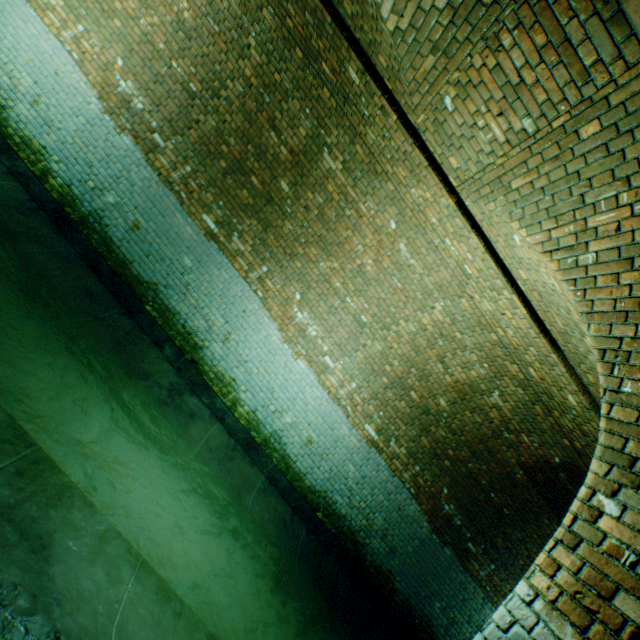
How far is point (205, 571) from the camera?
3.5 meters

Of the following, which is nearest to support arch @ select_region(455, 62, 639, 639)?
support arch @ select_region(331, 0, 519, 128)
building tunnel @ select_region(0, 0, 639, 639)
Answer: building tunnel @ select_region(0, 0, 639, 639)

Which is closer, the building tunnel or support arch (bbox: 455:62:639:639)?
support arch (bbox: 455:62:639:639)

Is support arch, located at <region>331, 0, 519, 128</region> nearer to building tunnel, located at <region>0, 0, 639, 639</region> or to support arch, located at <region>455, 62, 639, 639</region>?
building tunnel, located at <region>0, 0, 639, 639</region>

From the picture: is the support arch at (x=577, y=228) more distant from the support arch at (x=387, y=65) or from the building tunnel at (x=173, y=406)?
the support arch at (x=387, y=65)

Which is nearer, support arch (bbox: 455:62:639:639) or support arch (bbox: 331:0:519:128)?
support arch (bbox: 455:62:639:639)

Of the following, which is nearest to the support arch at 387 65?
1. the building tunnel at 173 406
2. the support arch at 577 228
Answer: the building tunnel at 173 406
